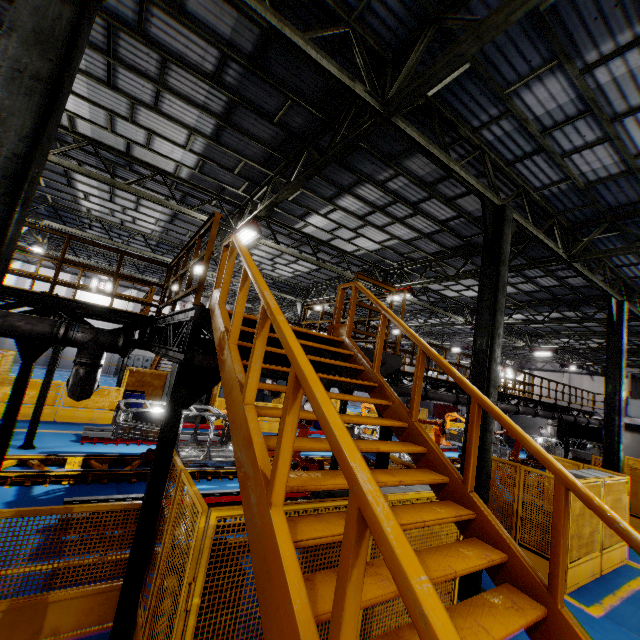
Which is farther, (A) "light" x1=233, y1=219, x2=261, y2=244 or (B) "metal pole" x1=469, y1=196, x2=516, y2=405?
(A) "light" x1=233, y1=219, x2=261, y2=244

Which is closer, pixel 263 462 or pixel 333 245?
pixel 263 462

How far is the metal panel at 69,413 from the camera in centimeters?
1233cm

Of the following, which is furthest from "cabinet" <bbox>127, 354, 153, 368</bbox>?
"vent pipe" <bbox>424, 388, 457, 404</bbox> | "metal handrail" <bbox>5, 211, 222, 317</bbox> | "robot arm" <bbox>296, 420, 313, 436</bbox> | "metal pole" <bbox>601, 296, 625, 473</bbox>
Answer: "metal pole" <bbox>601, 296, 625, 473</bbox>

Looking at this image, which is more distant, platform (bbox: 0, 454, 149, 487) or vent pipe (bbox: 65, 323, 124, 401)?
platform (bbox: 0, 454, 149, 487)

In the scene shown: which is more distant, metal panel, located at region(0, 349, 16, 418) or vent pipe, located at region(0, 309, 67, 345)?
metal panel, located at region(0, 349, 16, 418)

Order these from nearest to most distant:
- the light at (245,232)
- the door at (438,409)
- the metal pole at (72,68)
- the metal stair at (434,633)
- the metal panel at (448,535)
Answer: the metal stair at (434,633), the metal pole at (72,68), the metal panel at (448,535), the light at (245,232), the door at (438,409)

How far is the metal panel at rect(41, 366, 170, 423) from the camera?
12.3 meters
